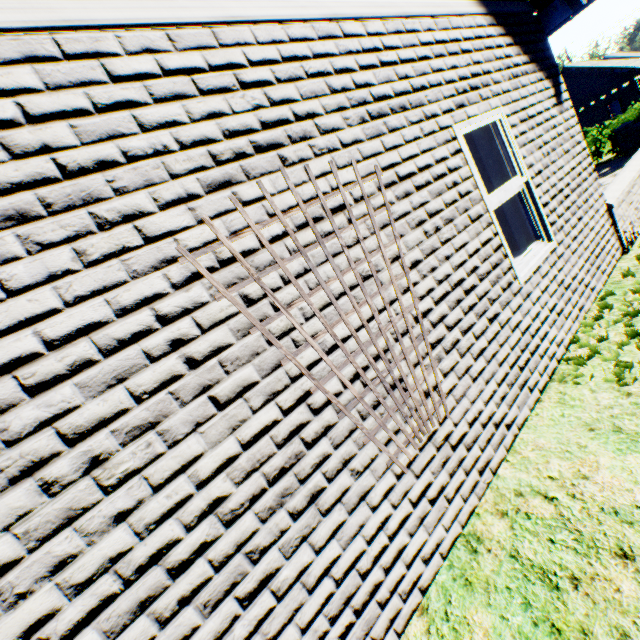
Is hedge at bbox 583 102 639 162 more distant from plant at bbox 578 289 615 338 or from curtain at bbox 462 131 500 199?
curtain at bbox 462 131 500 199

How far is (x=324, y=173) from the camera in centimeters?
202cm

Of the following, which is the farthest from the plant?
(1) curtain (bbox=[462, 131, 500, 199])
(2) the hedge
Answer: (1) curtain (bbox=[462, 131, 500, 199])

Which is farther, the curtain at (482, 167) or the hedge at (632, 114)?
the hedge at (632, 114)

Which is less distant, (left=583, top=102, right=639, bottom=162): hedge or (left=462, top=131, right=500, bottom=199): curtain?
(left=462, top=131, right=500, bottom=199): curtain

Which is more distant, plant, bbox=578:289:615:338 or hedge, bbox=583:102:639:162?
hedge, bbox=583:102:639:162

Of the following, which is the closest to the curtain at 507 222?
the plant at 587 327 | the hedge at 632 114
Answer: the plant at 587 327

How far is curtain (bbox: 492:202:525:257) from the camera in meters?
3.7 m
